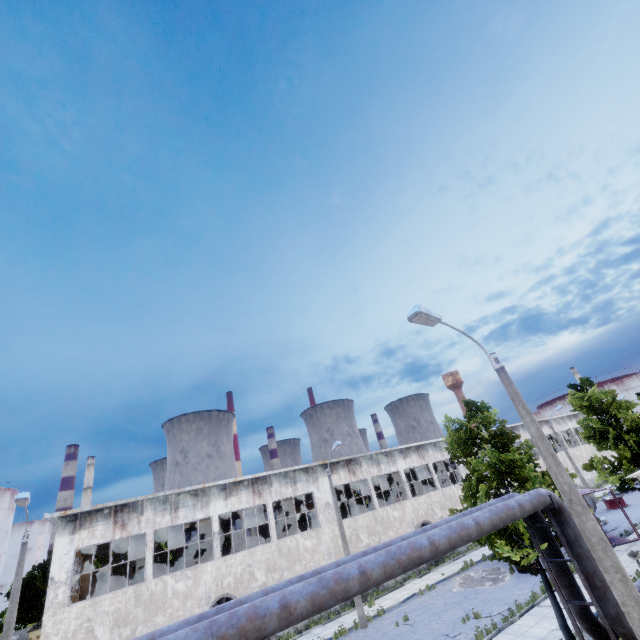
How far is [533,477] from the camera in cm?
1272

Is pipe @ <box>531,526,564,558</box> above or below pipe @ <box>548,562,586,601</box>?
above

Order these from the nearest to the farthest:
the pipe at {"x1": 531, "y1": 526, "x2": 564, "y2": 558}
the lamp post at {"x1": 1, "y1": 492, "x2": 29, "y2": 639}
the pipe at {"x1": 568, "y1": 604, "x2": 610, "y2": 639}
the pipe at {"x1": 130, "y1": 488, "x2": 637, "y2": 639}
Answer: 1. the pipe at {"x1": 130, "y1": 488, "x2": 637, "y2": 639}
2. the pipe at {"x1": 568, "y1": 604, "x2": 610, "y2": 639}
3. the pipe at {"x1": 531, "y1": 526, "x2": 564, "y2": 558}
4. the lamp post at {"x1": 1, "y1": 492, "x2": 29, "y2": 639}

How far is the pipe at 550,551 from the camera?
11.15m

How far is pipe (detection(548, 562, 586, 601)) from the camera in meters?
10.6

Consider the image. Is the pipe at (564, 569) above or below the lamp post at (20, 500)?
below

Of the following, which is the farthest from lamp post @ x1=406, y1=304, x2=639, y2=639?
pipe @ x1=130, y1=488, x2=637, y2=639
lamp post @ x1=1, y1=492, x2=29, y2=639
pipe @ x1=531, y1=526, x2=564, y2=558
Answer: lamp post @ x1=1, y1=492, x2=29, y2=639

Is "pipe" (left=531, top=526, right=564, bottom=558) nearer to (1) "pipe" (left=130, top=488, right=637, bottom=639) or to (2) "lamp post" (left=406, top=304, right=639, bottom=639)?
(1) "pipe" (left=130, top=488, right=637, bottom=639)
